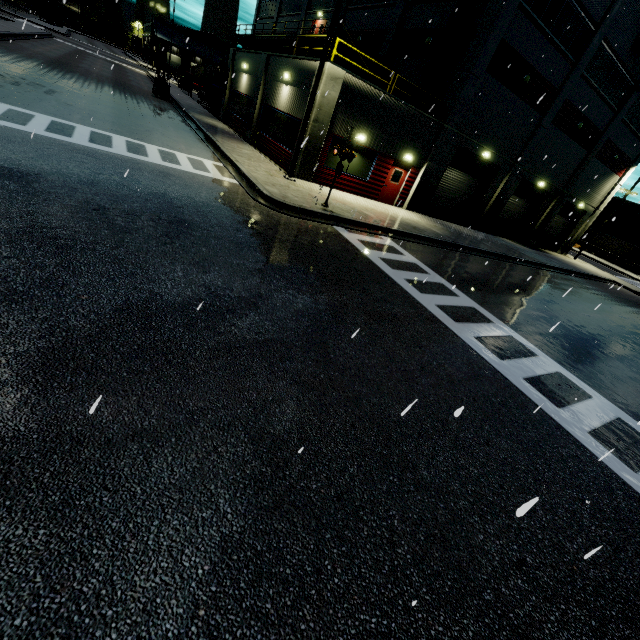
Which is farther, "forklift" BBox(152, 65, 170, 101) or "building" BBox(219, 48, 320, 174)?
"forklift" BBox(152, 65, 170, 101)

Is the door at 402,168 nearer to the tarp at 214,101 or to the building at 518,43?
the building at 518,43

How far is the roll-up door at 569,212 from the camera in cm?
2995

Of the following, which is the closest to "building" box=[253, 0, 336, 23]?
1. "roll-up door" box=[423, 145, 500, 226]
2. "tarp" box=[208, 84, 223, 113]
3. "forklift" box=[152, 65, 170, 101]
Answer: "roll-up door" box=[423, 145, 500, 226]

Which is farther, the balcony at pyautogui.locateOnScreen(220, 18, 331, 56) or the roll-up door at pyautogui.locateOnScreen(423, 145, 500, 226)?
the roll-up door at pyautogui.locateOnScreen(423, 145, 500, 226)

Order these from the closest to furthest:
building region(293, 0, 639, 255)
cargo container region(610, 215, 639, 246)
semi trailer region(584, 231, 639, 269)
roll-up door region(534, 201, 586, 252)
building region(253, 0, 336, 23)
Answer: building region(293, 0, 639, 255)
building region(253, 0, 336, 23)
roll-up door region(534, 201, 586, 252)
semi trailer region(584, 231, 639, 269)
cargo container region(610, 215, 639, 246)

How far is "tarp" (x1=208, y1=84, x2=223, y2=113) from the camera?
27.69m

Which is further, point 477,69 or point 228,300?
point 477,69
